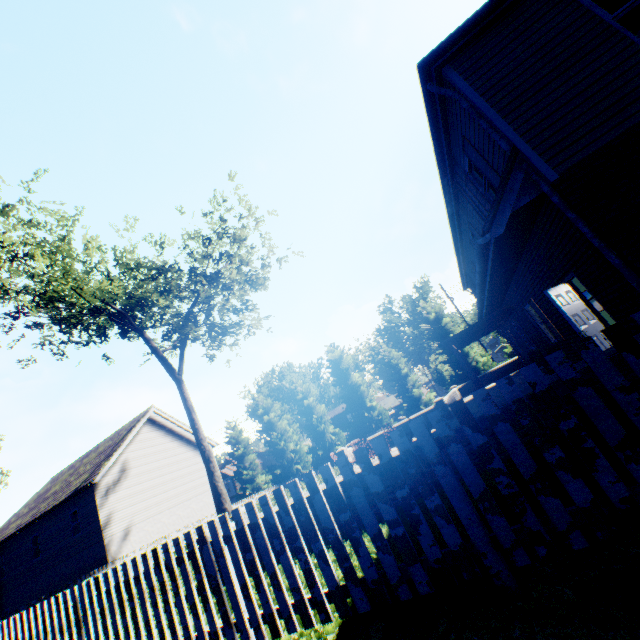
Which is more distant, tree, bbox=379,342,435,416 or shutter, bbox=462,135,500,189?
tree, bbox=379,342,435,416

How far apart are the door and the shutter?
2.39m

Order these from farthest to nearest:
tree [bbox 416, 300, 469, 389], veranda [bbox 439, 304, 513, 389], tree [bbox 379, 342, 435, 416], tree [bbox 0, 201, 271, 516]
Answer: tree [bbox 379, 342, 435, 416] → tree [bbox 416, 300, 469, 389] → tree [bbox 0, 201, 271, 516] → veranda [bbox 439, 304, 513, 389]

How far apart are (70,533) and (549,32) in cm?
3152

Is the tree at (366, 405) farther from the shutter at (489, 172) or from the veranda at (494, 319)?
the shutter at (489, 172)

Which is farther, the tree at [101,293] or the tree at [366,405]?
the tree at [366,405]

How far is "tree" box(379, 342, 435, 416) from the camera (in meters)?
30.39
